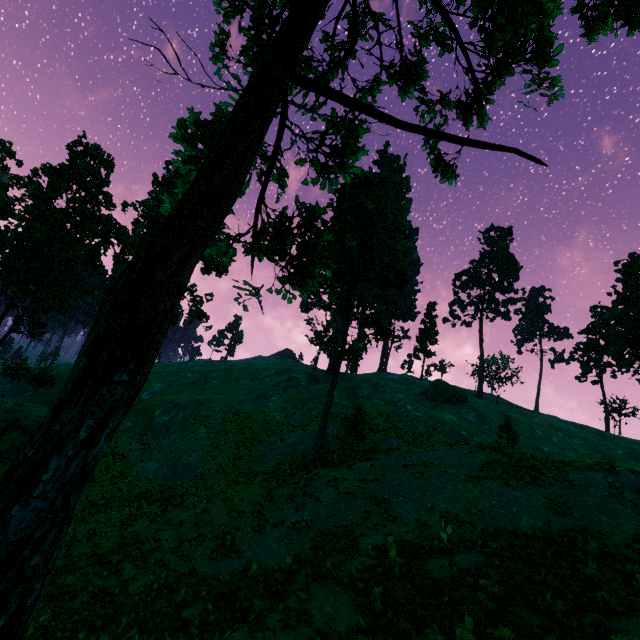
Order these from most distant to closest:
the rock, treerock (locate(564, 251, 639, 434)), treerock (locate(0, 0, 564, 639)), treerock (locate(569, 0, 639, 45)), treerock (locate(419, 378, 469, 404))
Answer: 1. treerock (locate(564, 251, 639, 434))
2. treerock (locate(419, 378, 469, 404))
3. the rock
4. treerock (locate(569, 0, 639, 45))
5. treerock (locate(0, 0, 564, 639))

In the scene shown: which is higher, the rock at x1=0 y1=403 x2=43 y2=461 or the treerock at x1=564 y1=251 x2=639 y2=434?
the treerock at x1=564 y1=251 x2=639 y2=434

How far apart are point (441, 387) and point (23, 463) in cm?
4586

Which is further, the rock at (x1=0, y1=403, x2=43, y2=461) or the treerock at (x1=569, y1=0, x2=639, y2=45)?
the rock at (x1=0, y1=403, x2=43, y2=461)

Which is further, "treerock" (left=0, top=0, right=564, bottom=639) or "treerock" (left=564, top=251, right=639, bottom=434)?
"treerock" (left=564, top=251, right=639, bottom=434)

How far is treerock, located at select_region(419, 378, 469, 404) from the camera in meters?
42.7 m

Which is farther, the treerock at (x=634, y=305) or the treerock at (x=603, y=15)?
the treerock at (x=634, y=305)
